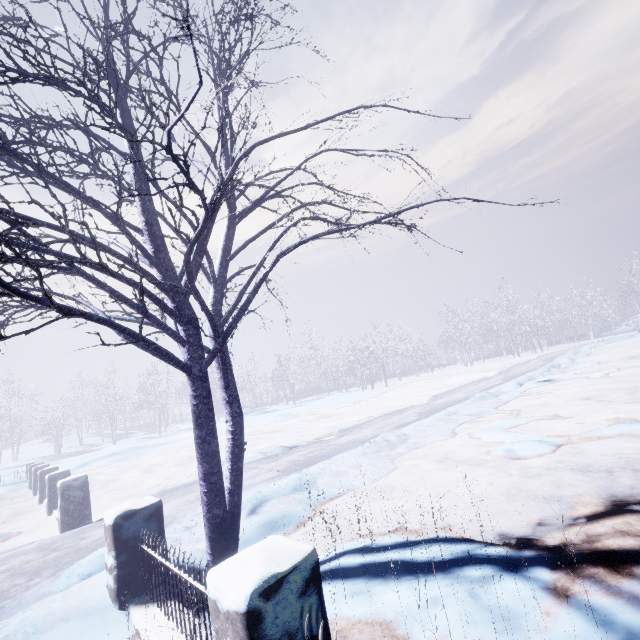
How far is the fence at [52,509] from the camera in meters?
6.1

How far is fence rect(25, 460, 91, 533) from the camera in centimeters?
610cm

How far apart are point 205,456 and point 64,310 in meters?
1.7 m

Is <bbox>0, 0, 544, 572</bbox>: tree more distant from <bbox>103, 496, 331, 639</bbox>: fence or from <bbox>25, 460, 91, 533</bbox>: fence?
<bbox>25, 460, 91, 533</bbox>: fence

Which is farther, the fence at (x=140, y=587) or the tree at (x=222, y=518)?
the tree at (x=222, y=518)

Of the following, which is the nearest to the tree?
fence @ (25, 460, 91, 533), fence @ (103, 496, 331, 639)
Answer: fence @ (103, 496, 331, 639)

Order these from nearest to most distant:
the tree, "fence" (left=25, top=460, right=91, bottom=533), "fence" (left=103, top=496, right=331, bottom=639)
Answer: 1. "fence" (left=103, top=496, right=331, bottom=639)
2. the tree
3. "fence" (left=25, top=460, right=91, bottom=533)
